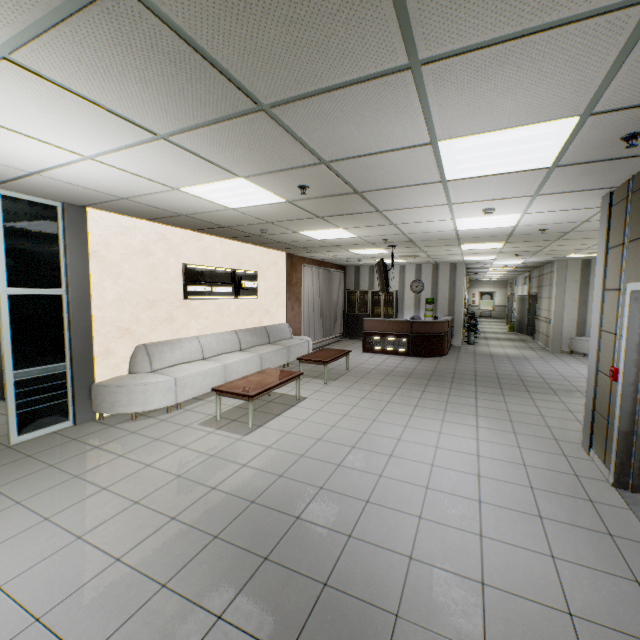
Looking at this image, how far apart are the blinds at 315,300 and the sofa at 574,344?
8.3 meters

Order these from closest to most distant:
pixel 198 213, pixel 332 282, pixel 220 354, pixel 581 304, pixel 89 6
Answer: pixel 89 6 → pixel 198 213 → pixel 220 354 → pixel 581 304 → pixel 332 282

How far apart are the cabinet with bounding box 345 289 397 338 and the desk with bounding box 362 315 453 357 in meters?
1.4

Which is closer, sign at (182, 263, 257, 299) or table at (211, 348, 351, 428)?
table at (211, 348, 351, 428)

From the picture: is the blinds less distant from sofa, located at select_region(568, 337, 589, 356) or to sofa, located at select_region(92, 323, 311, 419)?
sofa, located at select_region(92, 323, 311, 419)

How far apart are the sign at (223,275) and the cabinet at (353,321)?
6.1m

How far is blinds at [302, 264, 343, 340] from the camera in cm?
1120

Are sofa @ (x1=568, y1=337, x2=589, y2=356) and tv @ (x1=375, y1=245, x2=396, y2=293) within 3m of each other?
no
